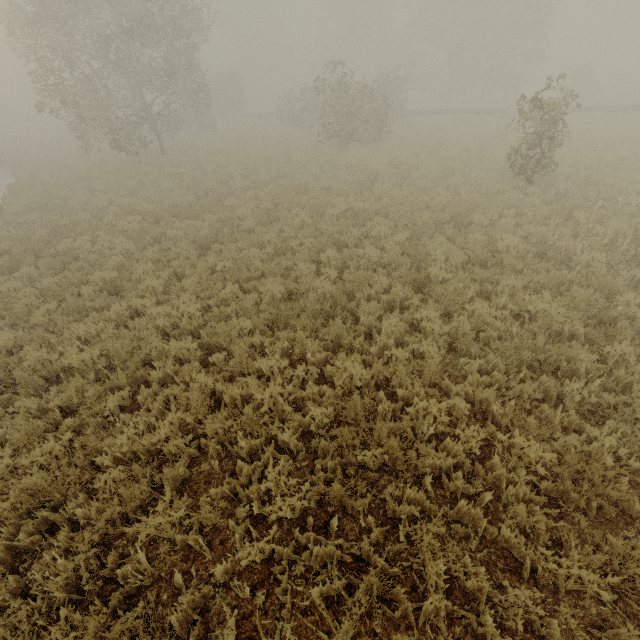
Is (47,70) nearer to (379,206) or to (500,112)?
(379,206)

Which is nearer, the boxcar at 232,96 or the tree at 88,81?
the tree at 88,81

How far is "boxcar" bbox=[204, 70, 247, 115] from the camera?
41.31m

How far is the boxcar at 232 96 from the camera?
41.3 meters

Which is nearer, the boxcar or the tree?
the tree
